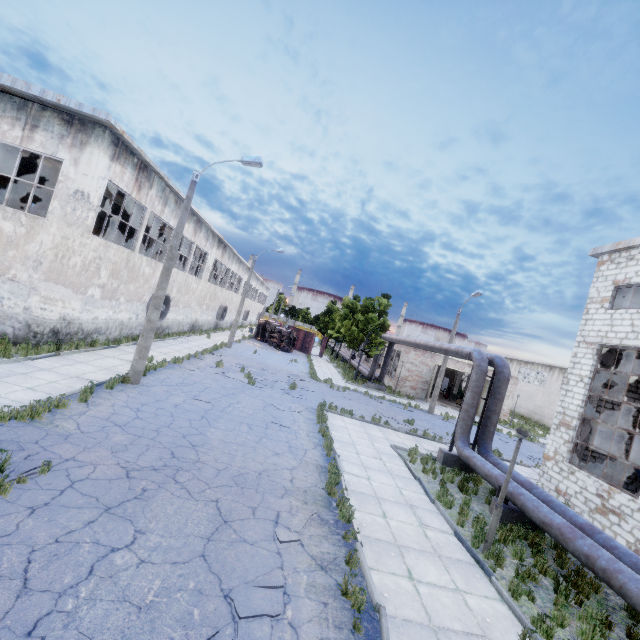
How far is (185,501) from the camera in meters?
6.7 m

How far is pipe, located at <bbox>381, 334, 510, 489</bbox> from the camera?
11.9m

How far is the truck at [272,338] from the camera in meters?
39.7 m

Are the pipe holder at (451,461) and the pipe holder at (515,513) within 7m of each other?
yes

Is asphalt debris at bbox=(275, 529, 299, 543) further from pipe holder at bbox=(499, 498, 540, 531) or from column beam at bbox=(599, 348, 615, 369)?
column beam at bbox=(599, 348, 615, 369)

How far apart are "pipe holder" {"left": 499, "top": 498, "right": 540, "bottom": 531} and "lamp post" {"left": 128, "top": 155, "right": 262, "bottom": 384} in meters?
13.6

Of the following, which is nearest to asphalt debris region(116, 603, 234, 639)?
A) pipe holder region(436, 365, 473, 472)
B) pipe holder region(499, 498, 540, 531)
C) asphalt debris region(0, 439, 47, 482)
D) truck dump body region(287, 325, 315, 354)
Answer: asphalt debris region(0, 439, 47, 482)

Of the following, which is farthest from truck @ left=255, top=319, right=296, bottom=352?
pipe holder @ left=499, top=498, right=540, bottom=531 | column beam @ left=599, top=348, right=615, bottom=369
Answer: pipe holder @ left=499, top=498, right=540, bottom=531
